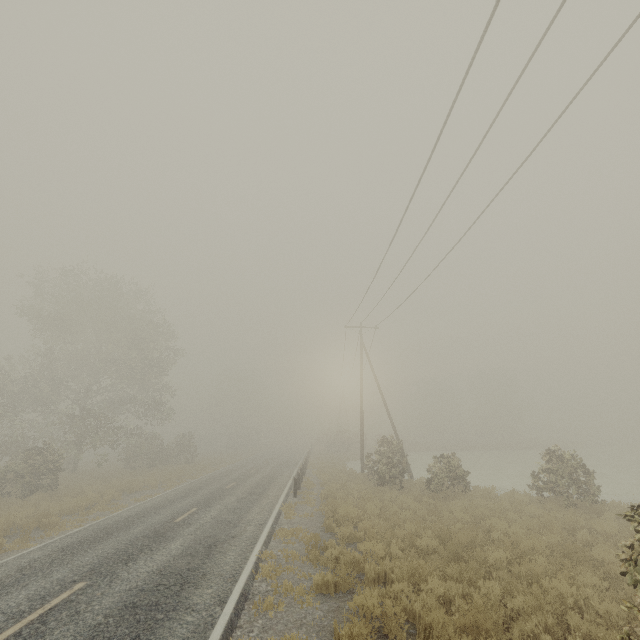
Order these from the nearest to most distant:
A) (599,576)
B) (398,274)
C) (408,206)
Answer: (599,576)
(408,206)
(398,274)

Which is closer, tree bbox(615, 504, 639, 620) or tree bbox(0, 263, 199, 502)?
tree bbox(615, 504, 639, 620)

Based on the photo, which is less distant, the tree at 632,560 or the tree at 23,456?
the tree at 632,560
